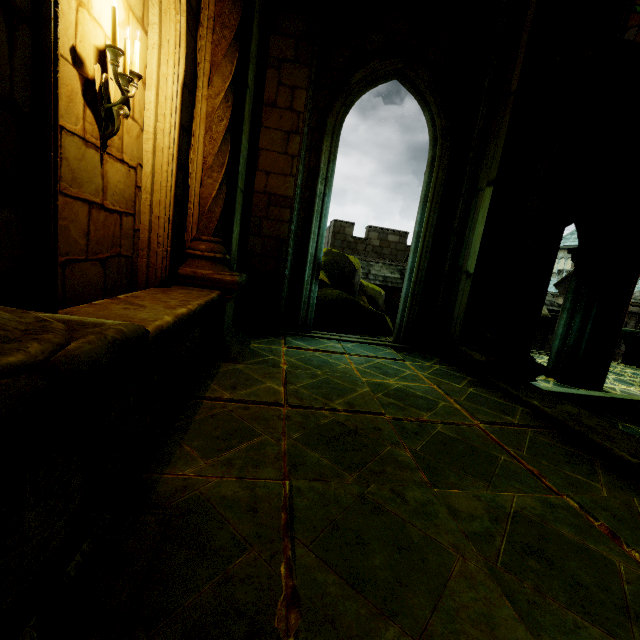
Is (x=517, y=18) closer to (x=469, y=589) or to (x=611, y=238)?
(x=611, y=238)

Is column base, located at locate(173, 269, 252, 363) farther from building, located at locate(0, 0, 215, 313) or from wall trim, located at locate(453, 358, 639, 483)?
wall trim, located at locate(453, 358, 639, 483)

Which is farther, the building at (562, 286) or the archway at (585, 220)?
the building at (562, 286)

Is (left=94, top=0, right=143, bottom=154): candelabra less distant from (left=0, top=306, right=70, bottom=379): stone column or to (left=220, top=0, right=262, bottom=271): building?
(left=220, top=0, right=262, bottom=271): building

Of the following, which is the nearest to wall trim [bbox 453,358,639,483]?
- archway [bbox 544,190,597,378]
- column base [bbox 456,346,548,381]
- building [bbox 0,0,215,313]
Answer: column base [bbox 456,346,548,381]

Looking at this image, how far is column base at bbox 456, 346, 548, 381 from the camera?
5.20m

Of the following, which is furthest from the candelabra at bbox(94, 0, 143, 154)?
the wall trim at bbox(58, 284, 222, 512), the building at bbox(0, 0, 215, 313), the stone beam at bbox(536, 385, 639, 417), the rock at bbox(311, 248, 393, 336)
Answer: the stone beam at bbox(536, 385, 639, 417)

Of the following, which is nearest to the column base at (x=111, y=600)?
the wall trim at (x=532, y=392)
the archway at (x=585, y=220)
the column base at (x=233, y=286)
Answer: the column base at (x=233, y=286)
